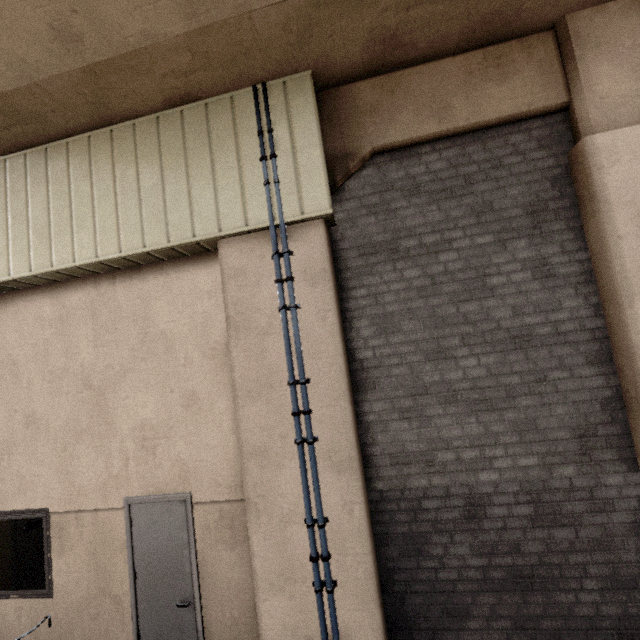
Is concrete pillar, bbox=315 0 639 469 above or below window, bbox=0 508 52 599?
above

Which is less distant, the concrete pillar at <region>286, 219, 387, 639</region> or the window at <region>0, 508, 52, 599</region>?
the concrete pillar at <region>286, 219, 387, 639</region>

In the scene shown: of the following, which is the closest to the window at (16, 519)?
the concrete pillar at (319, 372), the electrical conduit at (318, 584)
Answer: the concrete pillar at (319, 372)

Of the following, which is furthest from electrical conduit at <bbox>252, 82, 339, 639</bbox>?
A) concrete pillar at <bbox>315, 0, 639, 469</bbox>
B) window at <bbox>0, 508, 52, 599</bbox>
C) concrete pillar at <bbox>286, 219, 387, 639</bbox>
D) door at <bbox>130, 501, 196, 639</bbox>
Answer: window at <bbox>0, 508, 52, 599</bbox>

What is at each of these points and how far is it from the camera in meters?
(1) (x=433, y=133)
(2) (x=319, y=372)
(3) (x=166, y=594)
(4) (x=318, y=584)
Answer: (1) concrete pillar, 3.8
(2) concrete pillar, 3.6
(3) door, 4.0
(4) electrical conduit, 3.3

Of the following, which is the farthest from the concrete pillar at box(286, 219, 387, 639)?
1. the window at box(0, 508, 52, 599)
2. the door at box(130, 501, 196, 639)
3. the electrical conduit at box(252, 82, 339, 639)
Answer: the window at box(0, 508, 52, 599)

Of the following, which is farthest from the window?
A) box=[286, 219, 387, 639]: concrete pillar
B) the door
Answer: box=[286, 219, 387, 639]: concrete pillar

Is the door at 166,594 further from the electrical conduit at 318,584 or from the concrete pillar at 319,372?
the electrical conduit at 318,584
